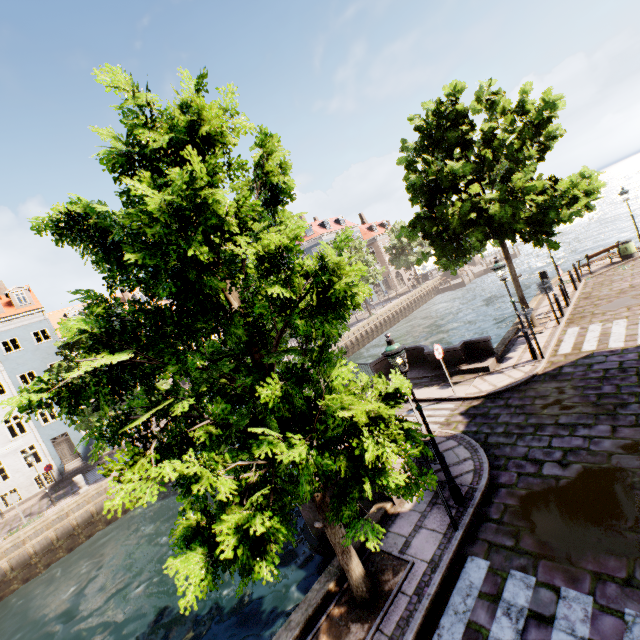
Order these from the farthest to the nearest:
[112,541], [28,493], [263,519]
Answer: [28,493]
[112,541]
[263,519]

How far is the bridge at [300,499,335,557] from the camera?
10.03m

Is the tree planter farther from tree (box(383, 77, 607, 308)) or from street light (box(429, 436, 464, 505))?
street light (box(429, 436, 464, 505))

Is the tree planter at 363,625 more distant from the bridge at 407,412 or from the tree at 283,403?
the bridge at 407,412

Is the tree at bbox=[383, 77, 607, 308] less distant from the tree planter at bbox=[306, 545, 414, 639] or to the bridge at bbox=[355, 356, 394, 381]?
the tree planter at bbox=[306, 545, 414, 639]

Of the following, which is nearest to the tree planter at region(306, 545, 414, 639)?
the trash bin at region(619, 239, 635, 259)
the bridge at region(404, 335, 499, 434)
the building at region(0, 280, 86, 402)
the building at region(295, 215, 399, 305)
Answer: the bridge at region(404, 335, 499, 434)

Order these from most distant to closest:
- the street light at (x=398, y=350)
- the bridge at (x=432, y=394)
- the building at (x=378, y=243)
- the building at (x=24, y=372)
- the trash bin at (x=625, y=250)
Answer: the building at (x=378, y=243) → the building at (x=24, y=372) → the trash bin at (x=625, y=250) → the bridge at (x=432, y=394) → the street light at (x=398, y=350)
